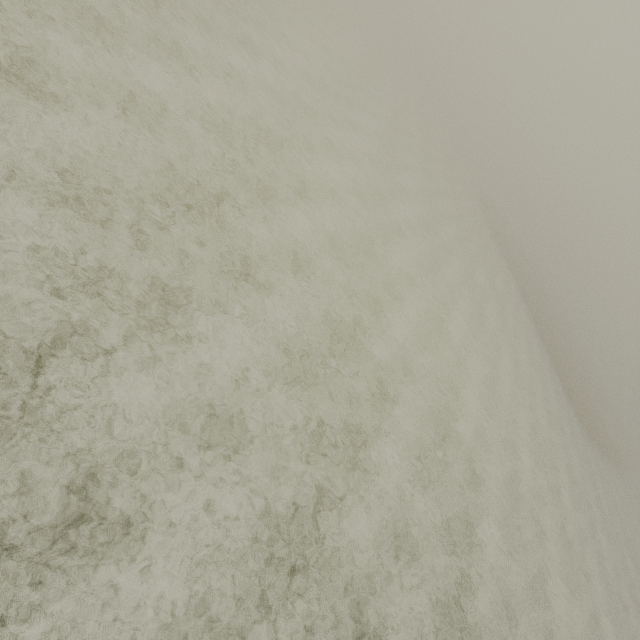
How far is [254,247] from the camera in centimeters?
854cm
